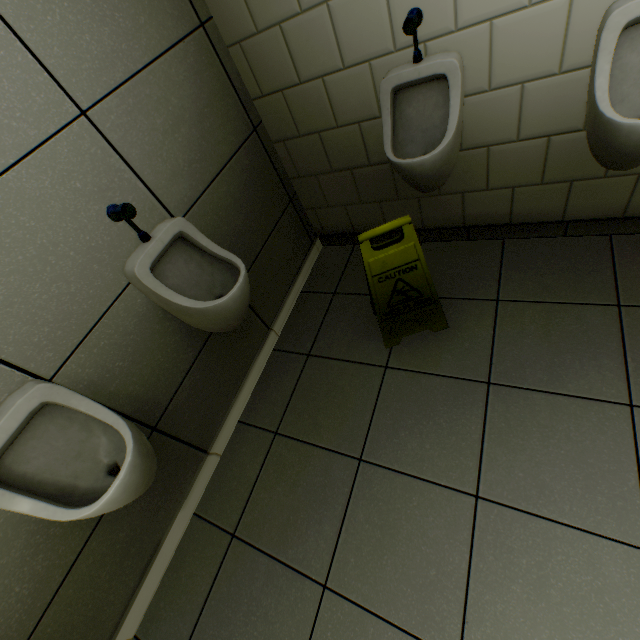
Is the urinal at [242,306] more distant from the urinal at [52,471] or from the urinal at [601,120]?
the urinal at [601,120]

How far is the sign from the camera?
1.41m

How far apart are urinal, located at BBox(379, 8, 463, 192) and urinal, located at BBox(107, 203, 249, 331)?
0.8 meters

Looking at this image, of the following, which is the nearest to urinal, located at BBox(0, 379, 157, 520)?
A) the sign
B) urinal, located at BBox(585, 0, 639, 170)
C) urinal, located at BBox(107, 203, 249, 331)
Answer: urinal, located at BBox(107, 203, 249, 331)

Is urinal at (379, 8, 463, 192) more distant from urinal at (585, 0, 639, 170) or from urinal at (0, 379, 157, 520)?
urinal at (0, 379, 157, 520)

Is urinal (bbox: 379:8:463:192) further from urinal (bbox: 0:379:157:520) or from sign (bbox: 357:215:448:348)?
urinal (bbox: 0:379:157:520)

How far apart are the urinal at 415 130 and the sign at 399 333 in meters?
0.3 m

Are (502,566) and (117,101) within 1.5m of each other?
no
